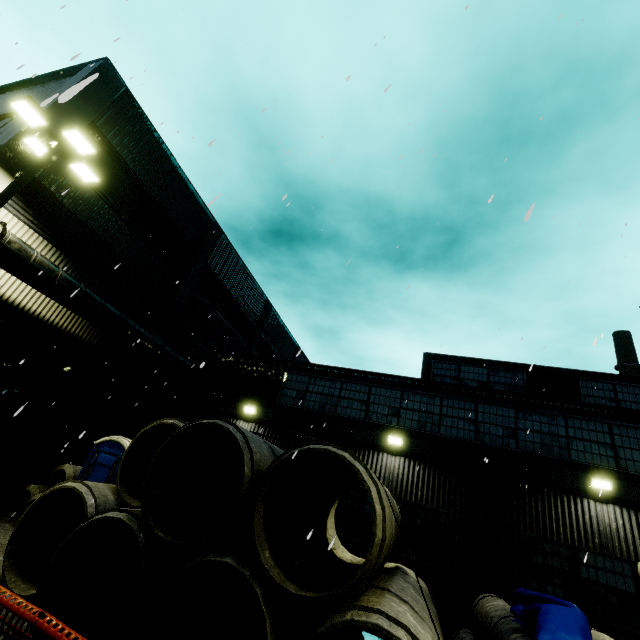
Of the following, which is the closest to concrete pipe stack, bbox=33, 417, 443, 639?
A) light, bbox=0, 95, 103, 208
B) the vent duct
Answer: the vent duct

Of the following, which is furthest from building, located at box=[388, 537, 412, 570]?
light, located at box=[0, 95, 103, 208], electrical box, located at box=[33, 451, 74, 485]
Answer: light, located at box=[0, 95, 103, 208]

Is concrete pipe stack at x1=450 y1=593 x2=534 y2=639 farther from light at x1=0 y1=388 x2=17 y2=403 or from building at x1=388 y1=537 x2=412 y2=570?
light at x1=0 y1=388 x2=17 y2=403

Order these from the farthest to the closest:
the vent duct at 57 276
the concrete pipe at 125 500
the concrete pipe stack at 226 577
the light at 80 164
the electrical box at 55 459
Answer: the electrical box at 55 459 < the vent duct at 57 276 < the light at 80 164 < the concrete pipe at 125 500 < the concrete pipe stack at 226 577

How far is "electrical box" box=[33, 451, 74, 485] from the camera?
11.4m

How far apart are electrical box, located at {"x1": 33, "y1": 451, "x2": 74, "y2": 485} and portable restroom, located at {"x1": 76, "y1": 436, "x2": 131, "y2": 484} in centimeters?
299cm

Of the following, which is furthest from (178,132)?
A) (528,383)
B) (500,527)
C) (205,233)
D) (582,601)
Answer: (528,383)

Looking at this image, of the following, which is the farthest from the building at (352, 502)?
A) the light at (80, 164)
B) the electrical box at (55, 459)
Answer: the light at (80, 164)
